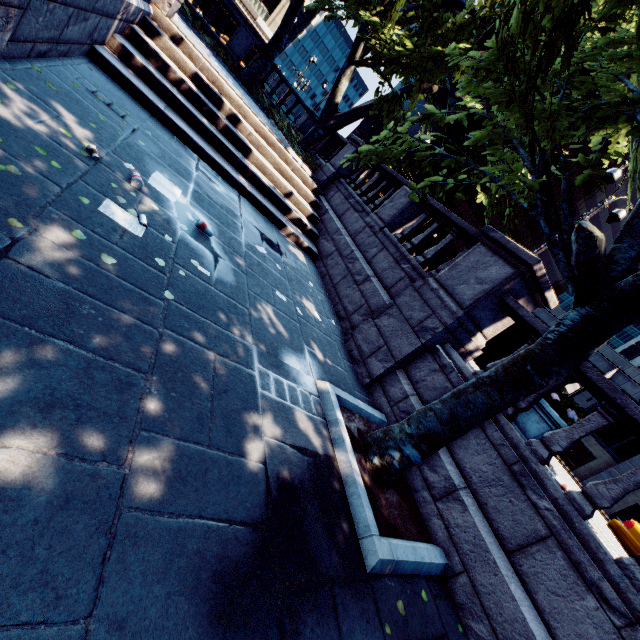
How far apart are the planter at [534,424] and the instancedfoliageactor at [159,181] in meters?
7.0

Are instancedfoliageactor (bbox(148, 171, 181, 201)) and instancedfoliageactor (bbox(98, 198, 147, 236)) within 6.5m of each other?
yes

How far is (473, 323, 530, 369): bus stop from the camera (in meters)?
9.77

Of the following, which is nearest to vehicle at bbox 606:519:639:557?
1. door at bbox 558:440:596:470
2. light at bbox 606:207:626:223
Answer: light at bbox 606:207:626:223

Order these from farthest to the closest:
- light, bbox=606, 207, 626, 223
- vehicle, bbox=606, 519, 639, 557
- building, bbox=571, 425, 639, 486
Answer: building, bbox=571, 425, 639, 486 → light, bbox=606, 207, 626, 223 → vehicle, bbox=606, 519, 639, 557

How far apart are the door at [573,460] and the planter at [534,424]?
30.6 meters

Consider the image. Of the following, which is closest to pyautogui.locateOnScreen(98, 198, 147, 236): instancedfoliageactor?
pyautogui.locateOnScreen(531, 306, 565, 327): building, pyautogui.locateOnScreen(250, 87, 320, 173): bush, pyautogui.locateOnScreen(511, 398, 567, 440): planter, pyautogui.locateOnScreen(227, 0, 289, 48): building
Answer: pyautogui.locateOnScreen(511, 398, 567, 440): planter

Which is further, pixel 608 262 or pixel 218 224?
pixel 218 224
